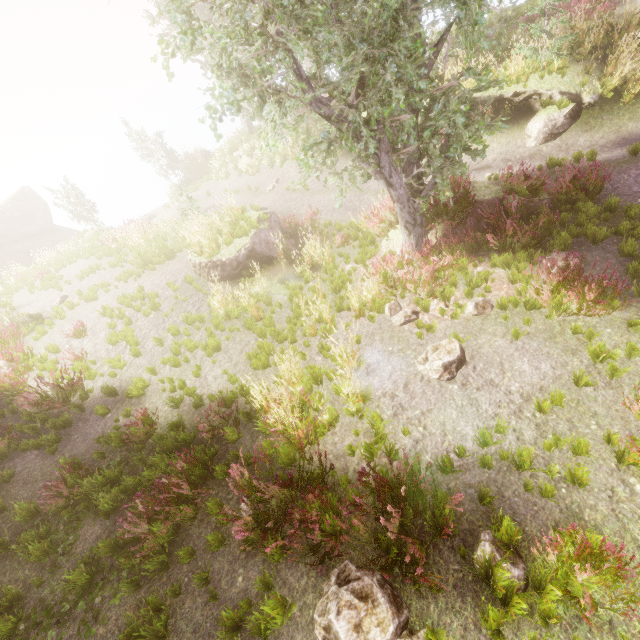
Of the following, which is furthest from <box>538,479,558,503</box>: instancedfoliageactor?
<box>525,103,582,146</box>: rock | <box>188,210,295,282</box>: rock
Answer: <box>525,103,582,146</box>: rock

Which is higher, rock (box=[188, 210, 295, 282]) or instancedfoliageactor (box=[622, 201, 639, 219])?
rock (box=[188, 210, 295, 282])

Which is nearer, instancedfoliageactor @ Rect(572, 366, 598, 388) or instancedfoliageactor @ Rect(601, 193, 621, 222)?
instancedfoliageactor @ Rect(572, 366, 598, 388)

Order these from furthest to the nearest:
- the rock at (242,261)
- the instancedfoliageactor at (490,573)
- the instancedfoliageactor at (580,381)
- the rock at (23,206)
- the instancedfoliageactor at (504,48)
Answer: the rock at (23,206) → the rock at (242,261) → the instancedfoliageactor at (580,381) → the instancedfoliageactor at (504,48) → the instancedfoliageactor at (490,573)

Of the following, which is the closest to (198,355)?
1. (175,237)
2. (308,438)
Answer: (308,438)

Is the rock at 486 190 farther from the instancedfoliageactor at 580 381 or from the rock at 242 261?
the rock at 242 261

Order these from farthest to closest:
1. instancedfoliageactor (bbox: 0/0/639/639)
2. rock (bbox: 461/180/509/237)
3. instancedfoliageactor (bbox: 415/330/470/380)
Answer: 1. rock (bbox: 461/180/509/237)
2. instancedfoliageactor (bbox: 415/330/470/380)
3. instancedfoliageactor (bbox: 0/0/639/639)

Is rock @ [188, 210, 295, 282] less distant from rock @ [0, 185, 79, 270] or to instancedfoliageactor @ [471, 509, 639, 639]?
instancedfoliageactor @ [471, 509, 639, 639]
